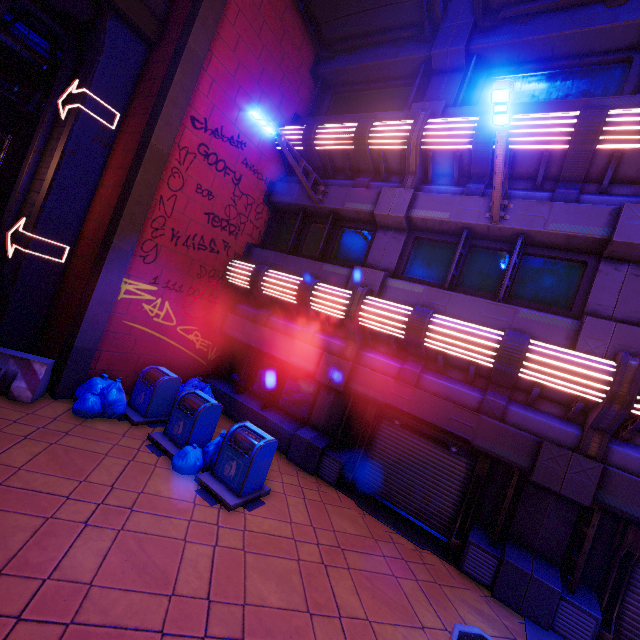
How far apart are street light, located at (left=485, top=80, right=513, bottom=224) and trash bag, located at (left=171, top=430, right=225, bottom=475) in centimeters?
731cm

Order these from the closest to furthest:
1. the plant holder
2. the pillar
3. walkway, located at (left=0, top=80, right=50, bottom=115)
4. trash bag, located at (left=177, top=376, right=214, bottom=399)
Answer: the plant holder
the pillar
trash bag, located at (left=177, top=376, right=214, bottom=399)
walkway, located at (left=0, top=80, right=50, bottom=115)

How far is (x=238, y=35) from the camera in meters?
8.5

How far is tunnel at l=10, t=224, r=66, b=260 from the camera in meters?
7.9

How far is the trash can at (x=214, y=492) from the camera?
5.84m

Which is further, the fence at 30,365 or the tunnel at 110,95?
the tunnel at 110,95

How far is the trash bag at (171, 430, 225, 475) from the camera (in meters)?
6.16

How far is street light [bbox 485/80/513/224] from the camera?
4.5m
